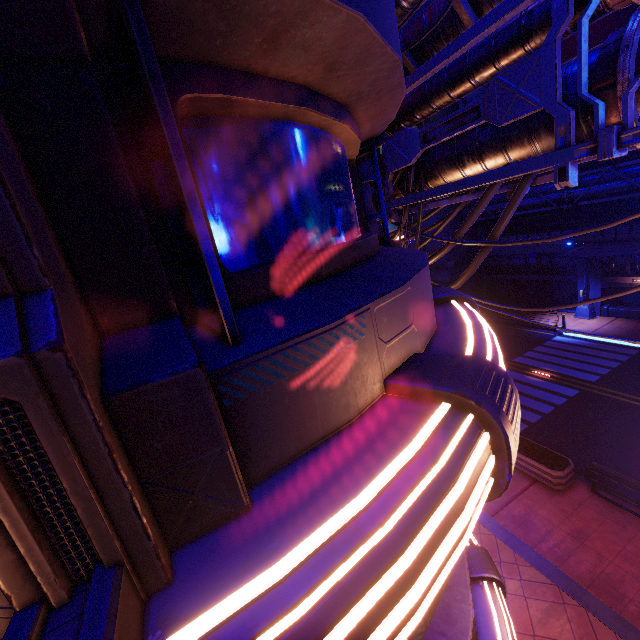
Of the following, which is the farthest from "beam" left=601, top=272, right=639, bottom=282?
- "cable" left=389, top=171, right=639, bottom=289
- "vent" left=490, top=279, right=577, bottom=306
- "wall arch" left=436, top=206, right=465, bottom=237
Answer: "cable" left=389, top=171, right=639, bottom=289

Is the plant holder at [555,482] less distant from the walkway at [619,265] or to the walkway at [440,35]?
the walkway at [440,35]

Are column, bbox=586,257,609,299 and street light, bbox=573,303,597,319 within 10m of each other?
yes

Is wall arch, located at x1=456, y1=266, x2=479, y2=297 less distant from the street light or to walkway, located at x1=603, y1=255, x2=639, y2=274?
walkway, located at x1=603, y1=255, x2=639, y2=274

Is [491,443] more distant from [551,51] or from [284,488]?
[551,51]

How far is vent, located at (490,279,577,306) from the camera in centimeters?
2638cm

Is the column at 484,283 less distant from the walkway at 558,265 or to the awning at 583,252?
the walkway at 558,265

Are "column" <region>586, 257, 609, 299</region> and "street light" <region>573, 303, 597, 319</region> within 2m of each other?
yes
